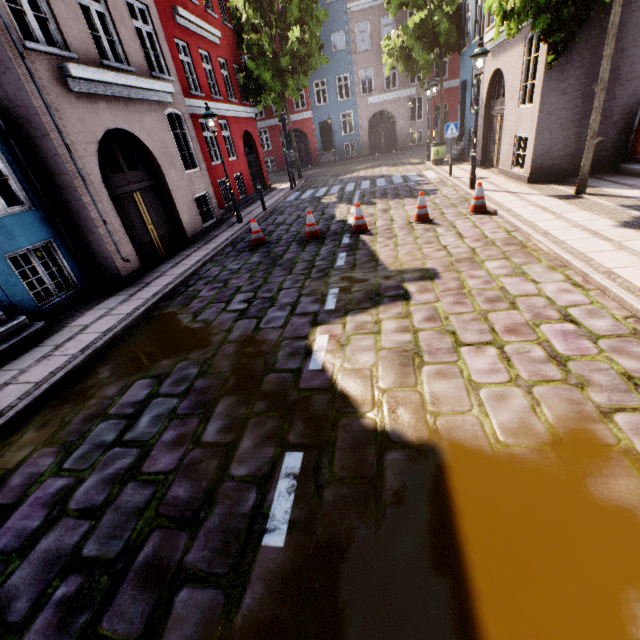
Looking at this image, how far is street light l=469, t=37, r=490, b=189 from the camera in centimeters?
875cm

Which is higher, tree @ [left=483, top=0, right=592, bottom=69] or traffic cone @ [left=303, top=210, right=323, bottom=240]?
tree @ [left=483, top=0, right=592, bottom=69]

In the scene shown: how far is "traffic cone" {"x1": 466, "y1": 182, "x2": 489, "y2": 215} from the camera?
8.22m

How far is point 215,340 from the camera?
5.0 meters

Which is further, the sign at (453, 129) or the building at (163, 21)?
the sign at (453, 129)

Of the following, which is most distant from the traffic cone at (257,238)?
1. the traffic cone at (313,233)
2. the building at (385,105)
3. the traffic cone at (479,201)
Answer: the building at (385,105)

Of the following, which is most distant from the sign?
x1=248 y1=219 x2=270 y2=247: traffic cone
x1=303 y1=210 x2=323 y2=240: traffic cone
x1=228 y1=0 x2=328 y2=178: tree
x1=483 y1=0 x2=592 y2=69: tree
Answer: x1=228 y1=0 x2=328 y2=178: tree

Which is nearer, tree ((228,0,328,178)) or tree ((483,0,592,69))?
tree ((483,0,592,69))
